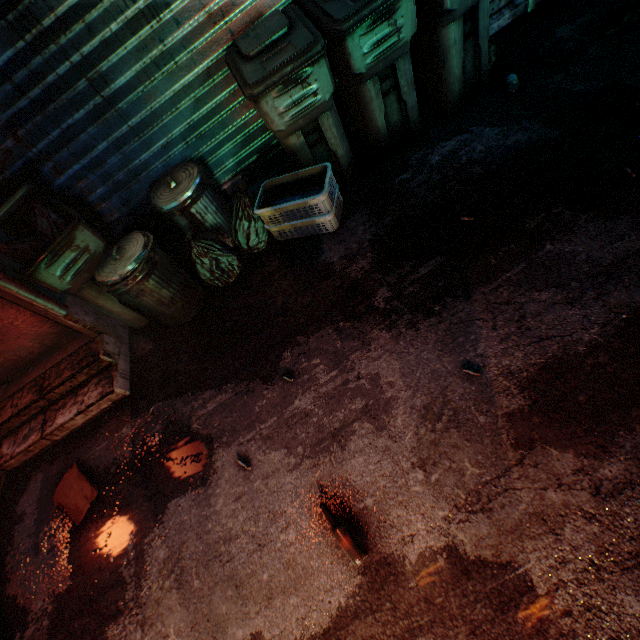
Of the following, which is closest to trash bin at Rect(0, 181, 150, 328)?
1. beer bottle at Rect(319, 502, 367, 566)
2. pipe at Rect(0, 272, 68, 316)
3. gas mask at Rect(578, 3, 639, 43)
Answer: pipe at Rect(0, 272, 68, 316)

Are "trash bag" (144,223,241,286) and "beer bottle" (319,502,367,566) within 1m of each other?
no

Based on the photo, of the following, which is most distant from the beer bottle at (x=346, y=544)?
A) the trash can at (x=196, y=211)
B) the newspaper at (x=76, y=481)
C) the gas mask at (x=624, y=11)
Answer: the gas mask at (x=624, y=11)

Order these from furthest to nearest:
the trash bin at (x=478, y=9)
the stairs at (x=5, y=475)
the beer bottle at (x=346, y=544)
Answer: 1. the stairs at (x=5, y=475)
2. the trash bin at (x=478, y=9)
3. the beer bottle at (x=346, y=544)

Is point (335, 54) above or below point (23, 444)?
above

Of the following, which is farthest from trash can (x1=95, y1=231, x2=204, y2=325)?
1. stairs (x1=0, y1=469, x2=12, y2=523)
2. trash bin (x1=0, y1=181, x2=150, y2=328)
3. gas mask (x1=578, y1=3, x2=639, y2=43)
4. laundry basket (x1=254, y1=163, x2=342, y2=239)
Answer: gas mask (x1=578, y1=3, x2=639, y2=43)

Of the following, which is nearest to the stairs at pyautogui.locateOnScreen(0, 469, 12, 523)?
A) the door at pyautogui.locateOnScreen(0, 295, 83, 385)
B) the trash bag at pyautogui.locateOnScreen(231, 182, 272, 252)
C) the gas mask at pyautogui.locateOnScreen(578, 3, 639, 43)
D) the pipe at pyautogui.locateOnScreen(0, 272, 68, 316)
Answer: the door at pyautogui.locateOnScreen(0, 295, 83, 385)

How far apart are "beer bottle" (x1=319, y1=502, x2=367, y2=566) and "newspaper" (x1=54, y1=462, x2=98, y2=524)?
1.7 meters
